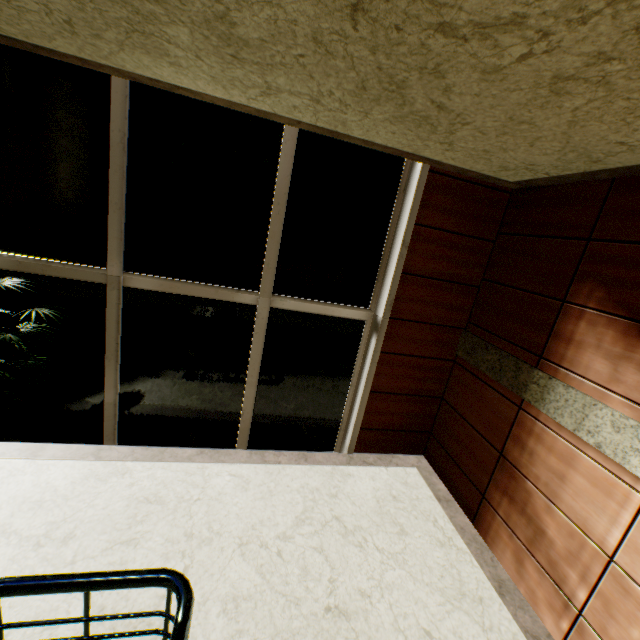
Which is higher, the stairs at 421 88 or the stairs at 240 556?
the stairs at 421 88

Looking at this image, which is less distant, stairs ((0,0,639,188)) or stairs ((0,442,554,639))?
stairs ((0,0,639,188))

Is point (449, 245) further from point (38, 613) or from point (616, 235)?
point (38, 613)

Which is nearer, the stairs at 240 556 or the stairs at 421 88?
the stairs at 421 88

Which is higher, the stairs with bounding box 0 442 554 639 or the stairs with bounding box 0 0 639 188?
the stairs with bounding box 0 0 639 188
